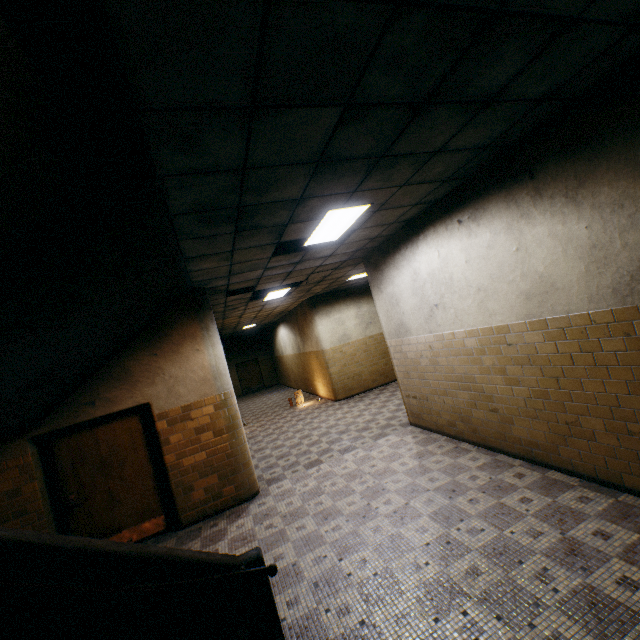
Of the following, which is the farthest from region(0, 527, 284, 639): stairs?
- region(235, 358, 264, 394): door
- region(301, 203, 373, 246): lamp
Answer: Result: region(235, 358, 264, 394): door

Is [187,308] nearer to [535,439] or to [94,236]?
[94,236]

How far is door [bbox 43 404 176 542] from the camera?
5.1m

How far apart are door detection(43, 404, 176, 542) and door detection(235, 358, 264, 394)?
17.0m

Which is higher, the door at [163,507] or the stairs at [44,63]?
the stairs at [44,63]

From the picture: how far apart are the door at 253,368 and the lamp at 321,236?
18.5m

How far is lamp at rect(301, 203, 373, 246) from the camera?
4.18m

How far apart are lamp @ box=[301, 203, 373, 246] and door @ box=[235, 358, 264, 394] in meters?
18.5 m
